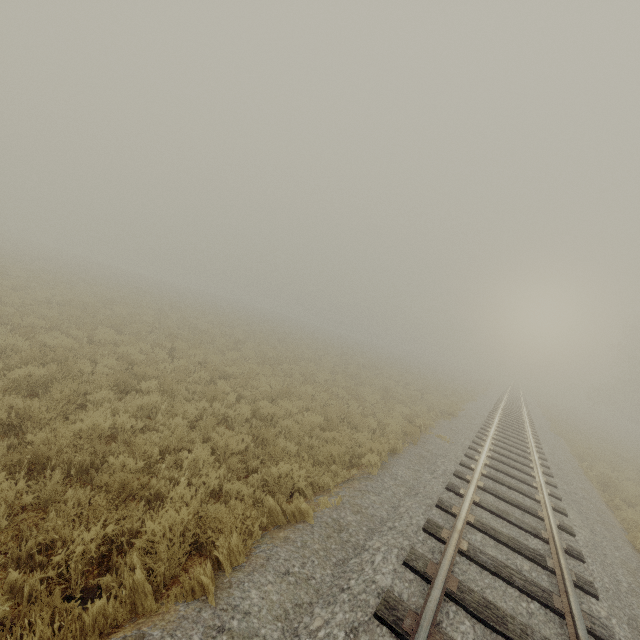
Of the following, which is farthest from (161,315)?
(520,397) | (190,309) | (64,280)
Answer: (520,397)
